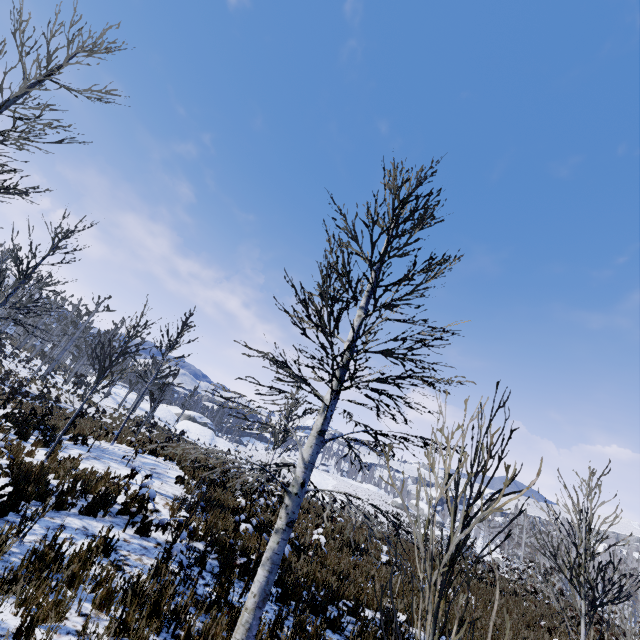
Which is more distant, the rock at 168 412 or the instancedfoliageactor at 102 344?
the rock at 168 412

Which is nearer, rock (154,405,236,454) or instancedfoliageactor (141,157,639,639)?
instancedfoliageactor (141,157,639,639)

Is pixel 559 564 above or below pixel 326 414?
below

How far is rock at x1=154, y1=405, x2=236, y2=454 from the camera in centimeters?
4541cm

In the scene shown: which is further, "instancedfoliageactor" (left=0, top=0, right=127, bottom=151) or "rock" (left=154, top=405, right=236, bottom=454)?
"rock" (left=154, top=405, right=236, bottom=454)

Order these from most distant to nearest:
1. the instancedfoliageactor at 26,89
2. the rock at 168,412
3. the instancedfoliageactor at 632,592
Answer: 1. the rock at 168,412
2. the instancedfoliageactor at 26,89
3. the instancedfoliageactor at 632,592

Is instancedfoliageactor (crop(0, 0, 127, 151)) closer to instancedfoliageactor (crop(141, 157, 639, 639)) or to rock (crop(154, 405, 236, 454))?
instancedfoliageactor (crop(141, 157, 639, 639))
